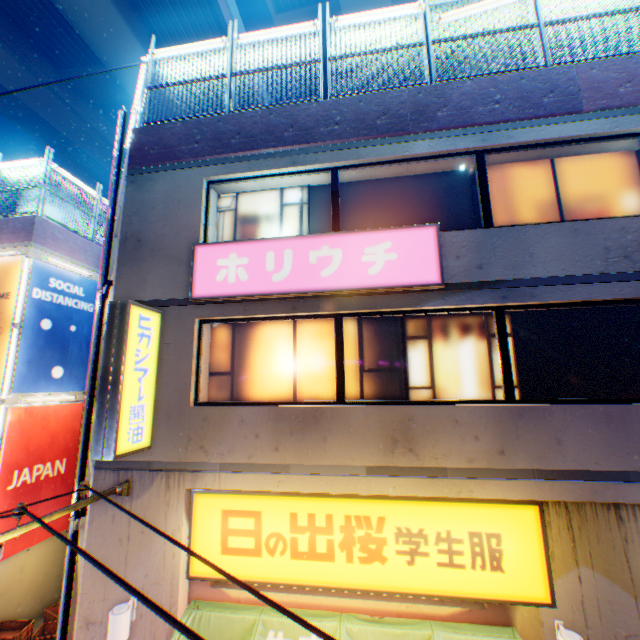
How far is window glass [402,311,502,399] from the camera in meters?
5.8

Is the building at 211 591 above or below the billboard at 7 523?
above

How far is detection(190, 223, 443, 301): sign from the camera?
5.55m

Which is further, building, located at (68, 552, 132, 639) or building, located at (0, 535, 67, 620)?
building, located at (0, 535, 67, 620)

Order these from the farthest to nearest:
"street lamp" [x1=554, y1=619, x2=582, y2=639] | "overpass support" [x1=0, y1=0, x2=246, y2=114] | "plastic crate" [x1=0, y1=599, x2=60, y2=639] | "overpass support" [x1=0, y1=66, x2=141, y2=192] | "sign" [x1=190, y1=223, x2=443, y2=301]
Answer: "overpass support" [x1=0, y1=66, x2=141, y2=192]
"overpass support" [x1=0, y1=0, x2=246, y2=114]
"plastic crate" [x1=0, y1=599, x2=60, y2=639]
"sign" [x1=190, y1=223, x2=443, y2=301]
"street lamp" [x1=554, y1=619, x2=582, y2=639]

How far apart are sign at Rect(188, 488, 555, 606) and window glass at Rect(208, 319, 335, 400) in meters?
1.4

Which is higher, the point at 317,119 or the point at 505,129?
the point at 317,119

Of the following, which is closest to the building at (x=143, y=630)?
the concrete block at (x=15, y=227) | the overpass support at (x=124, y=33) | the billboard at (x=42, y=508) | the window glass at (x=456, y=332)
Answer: the window glass at (x=456, y=332)
